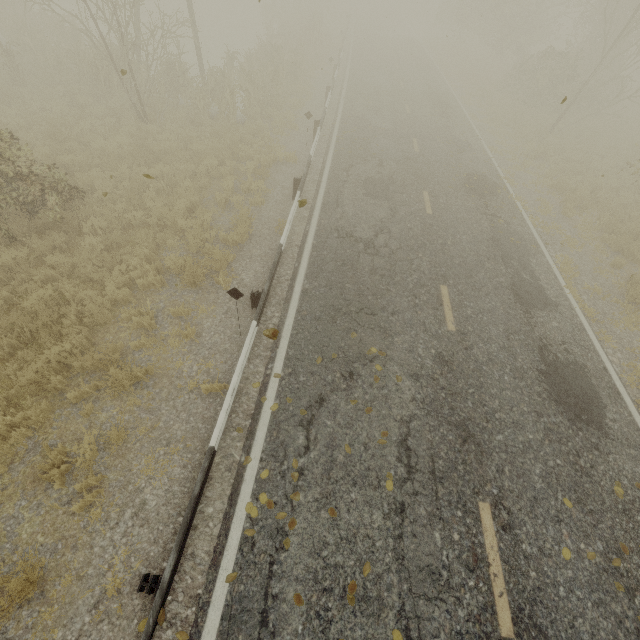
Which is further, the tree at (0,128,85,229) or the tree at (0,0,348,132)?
the tree at (0,0,348,132)

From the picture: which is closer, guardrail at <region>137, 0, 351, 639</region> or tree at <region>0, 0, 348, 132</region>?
guardrail at <region>137, 0, 351, 639</region>

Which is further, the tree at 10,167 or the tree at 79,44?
the tree at 79,44

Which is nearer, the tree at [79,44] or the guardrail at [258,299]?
the guardrail at [258,299]

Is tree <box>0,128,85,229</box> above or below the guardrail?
above

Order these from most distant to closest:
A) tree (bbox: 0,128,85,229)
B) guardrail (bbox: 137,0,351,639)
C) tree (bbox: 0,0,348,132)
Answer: tree (bbox: 0,0,348,132)
tree (bbox: 0,128,85,229)
guardrail (bbox: 137,0,351,639)

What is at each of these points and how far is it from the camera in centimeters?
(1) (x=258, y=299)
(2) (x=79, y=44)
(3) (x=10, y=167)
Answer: (1) guardrail, 718cm
(2) tree, 1580cm
(3) tree, 746cm
